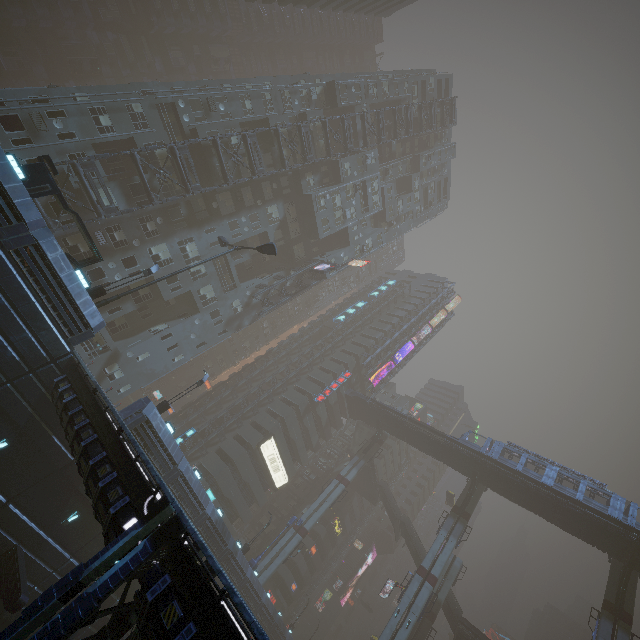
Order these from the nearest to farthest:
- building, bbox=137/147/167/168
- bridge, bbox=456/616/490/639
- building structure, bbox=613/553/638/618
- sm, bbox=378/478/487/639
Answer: building, bbox=137/147/167/168, building structure, bbox=613/553/638/618, sm, bbox=378/478/487/639, bridge, bbox=456/616/490/639

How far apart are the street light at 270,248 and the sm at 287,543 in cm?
3812

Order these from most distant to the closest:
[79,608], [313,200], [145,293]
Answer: [313,200], [145,293], [79,608]

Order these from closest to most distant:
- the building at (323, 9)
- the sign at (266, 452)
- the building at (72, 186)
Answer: the building at (72, 186), the sign at (266, 452), the building at (323, 9)

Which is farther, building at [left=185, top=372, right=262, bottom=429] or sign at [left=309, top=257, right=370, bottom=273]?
building at [left=185, top=372, right=262, bottom=429]

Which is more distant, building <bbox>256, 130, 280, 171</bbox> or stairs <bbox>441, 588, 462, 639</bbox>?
stairs <bbox>441, 588, 462, 639</bbox>

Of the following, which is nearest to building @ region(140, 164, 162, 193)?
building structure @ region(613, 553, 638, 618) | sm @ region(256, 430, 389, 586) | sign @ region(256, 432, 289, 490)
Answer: sign @ region(256, 432, 289, 490)

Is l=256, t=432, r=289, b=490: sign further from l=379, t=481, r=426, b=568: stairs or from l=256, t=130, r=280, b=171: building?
l=379, t=481, r=426, b=568: stairs
